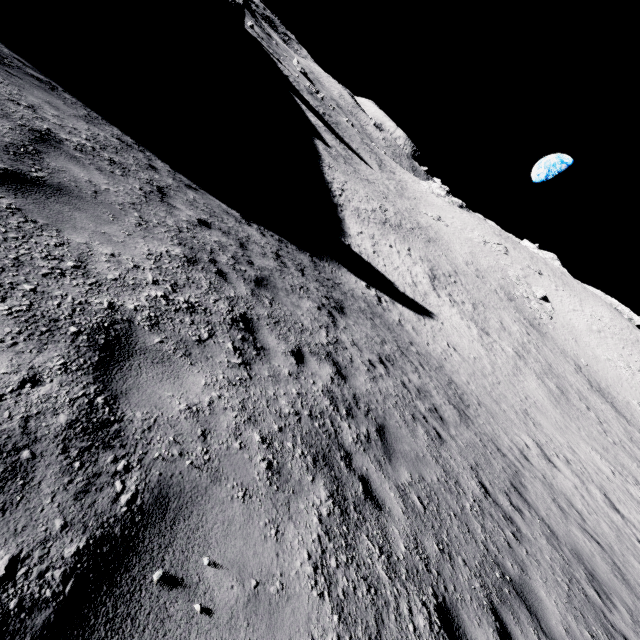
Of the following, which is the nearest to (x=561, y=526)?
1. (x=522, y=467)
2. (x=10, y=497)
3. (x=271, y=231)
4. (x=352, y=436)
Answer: (x=522, y=467)
